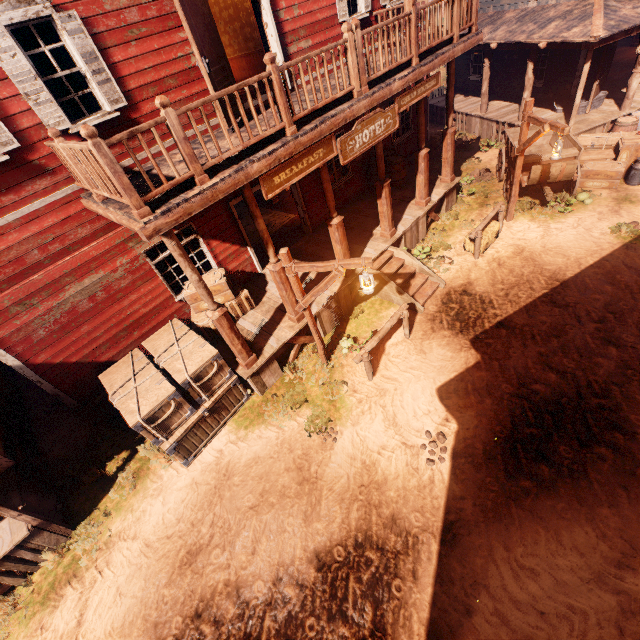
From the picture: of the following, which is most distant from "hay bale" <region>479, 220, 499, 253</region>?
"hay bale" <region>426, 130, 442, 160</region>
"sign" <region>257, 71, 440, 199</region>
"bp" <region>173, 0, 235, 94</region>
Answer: "bp" <region>173, 0, 235, 94</region>

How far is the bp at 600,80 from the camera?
11.1m

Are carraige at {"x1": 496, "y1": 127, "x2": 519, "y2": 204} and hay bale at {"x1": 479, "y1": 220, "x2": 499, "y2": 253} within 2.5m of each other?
yes

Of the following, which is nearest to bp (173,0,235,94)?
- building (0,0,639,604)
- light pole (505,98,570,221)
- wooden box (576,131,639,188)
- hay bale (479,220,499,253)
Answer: building (0,0,639,604)

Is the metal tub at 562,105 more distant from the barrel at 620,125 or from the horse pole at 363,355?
the horse pole at 363,355

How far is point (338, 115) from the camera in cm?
598

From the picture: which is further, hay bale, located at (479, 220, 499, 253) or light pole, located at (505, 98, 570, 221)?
hay bale, located at (479, 220, 499, 253)

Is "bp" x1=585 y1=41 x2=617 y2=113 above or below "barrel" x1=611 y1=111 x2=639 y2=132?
above
